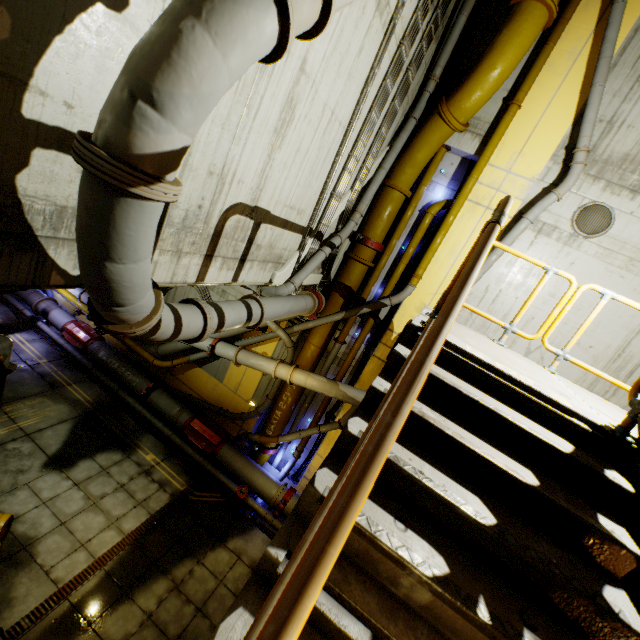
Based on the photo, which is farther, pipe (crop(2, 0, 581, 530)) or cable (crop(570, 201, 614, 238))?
cable (crop(570, 201, 614, 238))

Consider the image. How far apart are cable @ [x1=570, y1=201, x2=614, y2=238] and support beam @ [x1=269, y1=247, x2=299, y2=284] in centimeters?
608cm

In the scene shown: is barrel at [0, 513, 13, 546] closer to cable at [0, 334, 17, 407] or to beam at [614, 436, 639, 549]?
cable at [0, 334, 17, 407]

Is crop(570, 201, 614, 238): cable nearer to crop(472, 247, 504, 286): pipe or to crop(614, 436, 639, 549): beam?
crop(472, 247, 504, 286): pipe

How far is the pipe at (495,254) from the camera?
7.81m

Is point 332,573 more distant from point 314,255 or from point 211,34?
point 314,255

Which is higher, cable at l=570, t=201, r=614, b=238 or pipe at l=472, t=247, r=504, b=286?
cable at l=570, t=201, r=614, b=238

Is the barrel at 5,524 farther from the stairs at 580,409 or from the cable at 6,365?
the stairs at 580,409
